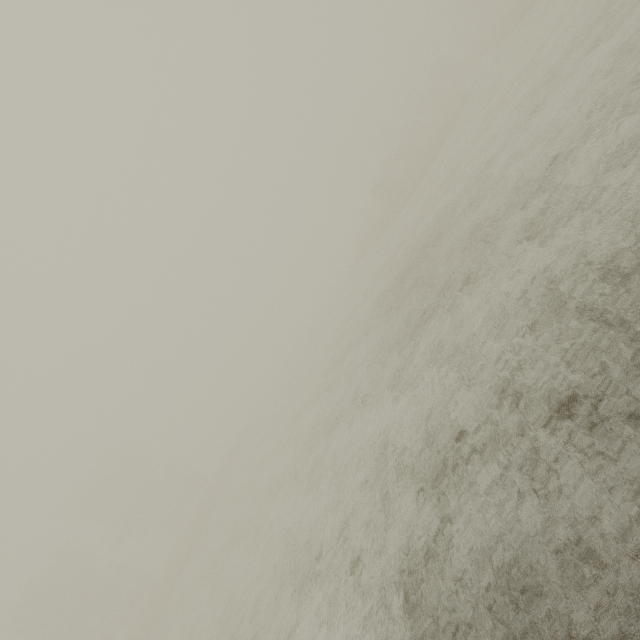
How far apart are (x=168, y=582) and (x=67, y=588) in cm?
1688
